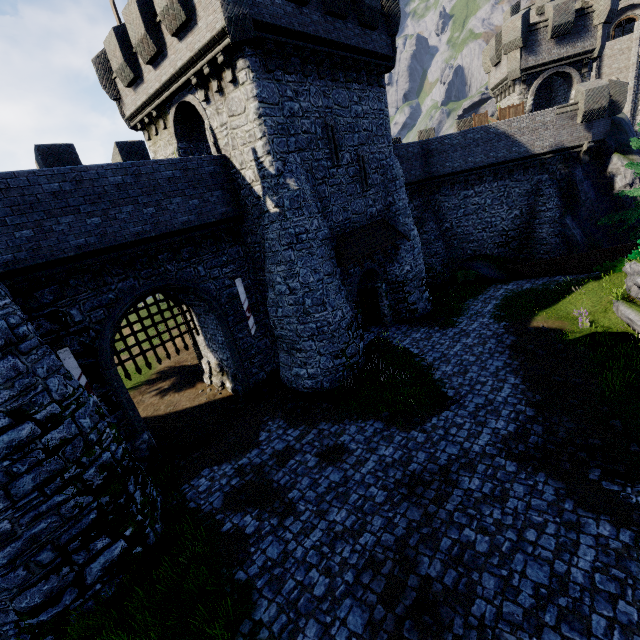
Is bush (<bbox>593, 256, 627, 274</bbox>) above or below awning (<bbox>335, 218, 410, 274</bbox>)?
below

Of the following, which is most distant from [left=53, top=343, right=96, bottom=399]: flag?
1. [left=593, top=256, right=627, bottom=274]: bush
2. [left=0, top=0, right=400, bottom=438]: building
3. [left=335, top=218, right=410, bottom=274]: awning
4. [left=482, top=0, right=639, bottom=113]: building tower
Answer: [left=482, top=0, right=639, bottom=113]: building tower

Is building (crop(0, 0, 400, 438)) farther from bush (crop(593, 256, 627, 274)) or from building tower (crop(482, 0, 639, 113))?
building tower (crop(482, 0, 639, 113))

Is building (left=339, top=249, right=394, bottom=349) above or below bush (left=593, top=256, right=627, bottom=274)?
below

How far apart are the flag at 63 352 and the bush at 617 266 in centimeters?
2394cm

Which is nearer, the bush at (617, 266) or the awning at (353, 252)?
the awning at (353, 252)

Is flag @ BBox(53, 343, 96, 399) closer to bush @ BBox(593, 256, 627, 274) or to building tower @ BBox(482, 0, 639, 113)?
bush @ BBox(593, 256, 627, 274)

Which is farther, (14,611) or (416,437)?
(416,437)
